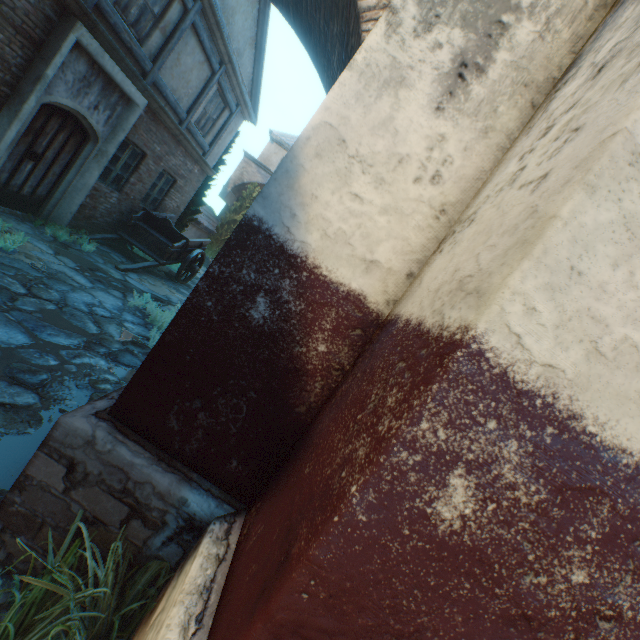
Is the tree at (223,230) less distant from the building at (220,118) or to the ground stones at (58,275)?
the building at (220,118)

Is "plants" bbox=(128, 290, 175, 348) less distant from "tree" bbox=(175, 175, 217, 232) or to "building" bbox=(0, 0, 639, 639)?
"building" bbox=(0, 0, 639, 639)

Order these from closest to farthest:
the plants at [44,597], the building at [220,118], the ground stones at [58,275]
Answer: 1. the plants at [44,597]
2. the ground stones at [58,275]
3. the building at [220,118]

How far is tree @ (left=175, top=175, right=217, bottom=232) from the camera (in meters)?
12.88

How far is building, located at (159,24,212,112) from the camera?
7.7 meters

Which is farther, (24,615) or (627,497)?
(24,615)

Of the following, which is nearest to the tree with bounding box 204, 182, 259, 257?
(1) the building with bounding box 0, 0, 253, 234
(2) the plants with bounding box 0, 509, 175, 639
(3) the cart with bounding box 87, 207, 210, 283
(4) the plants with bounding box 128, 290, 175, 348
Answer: (1) the building with bounding box 0, 0, 253, 234

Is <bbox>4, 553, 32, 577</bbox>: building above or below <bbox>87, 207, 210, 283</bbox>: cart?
below
